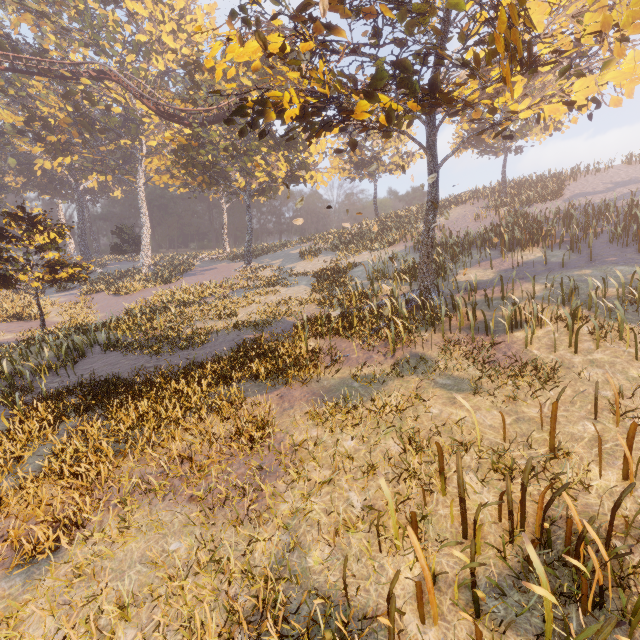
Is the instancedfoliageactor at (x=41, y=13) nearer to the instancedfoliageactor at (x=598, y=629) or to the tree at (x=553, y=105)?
the tree at (x=553, y=105)

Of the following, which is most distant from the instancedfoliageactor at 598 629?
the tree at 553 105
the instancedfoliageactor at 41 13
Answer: the instancedfoliageactor at 41 13

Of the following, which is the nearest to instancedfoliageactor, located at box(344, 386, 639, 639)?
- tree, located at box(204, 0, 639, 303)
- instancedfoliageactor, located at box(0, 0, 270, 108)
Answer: tree, located at box(204, 0, 639, 303)

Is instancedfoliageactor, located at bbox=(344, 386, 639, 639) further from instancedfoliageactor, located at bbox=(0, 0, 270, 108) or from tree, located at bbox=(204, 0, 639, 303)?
instancedfoliageactor, located at bbox=(0, 0, 270, 108)

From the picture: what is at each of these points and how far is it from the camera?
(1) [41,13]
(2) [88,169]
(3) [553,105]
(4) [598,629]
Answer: (1) instancedfoliageactor, 30.4 meters
(2) instancedfoliageactor, 56.8 meters
(3) tree, 8.8 meters
(4) instancedfoliageactor, 2.4 meters

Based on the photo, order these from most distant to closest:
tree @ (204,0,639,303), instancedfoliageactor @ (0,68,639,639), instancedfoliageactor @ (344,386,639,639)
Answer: tree @ (204,0,639,303) < instancedfoliageactor @ (0,68,639,639) < instancedfoliageactor @ (344,386,639,639)

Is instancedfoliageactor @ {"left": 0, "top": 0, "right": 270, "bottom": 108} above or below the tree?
above
